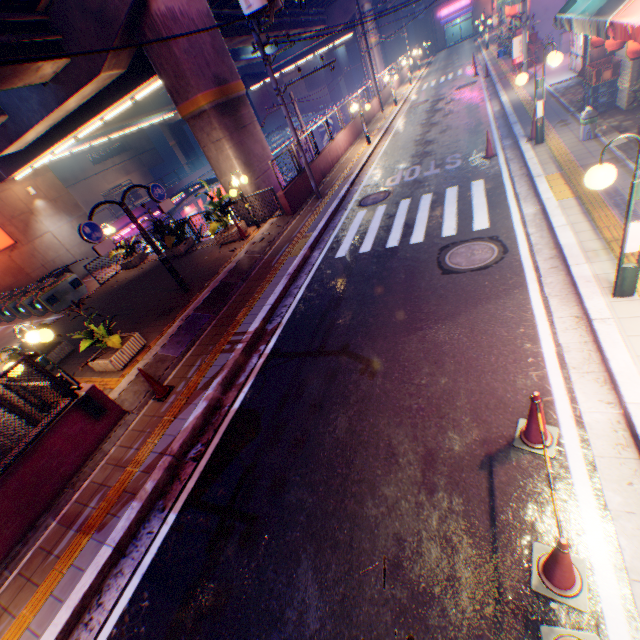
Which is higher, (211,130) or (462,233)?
(211,130)

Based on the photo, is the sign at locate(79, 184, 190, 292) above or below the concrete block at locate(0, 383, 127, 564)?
above

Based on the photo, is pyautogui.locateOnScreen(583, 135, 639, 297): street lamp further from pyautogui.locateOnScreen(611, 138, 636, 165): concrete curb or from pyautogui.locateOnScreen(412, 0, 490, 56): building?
pyautogui.locateOnScreen(412, 0, 490, 56): building

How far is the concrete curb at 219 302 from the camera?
7.9 meters

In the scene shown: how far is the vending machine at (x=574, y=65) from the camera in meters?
12.6

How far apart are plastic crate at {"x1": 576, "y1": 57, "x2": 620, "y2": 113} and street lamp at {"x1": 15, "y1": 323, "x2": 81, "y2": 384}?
15.3m

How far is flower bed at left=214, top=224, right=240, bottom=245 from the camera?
13.01m

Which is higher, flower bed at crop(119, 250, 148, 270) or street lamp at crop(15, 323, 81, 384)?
street lamp at crop(15, 323, 81, 384)
